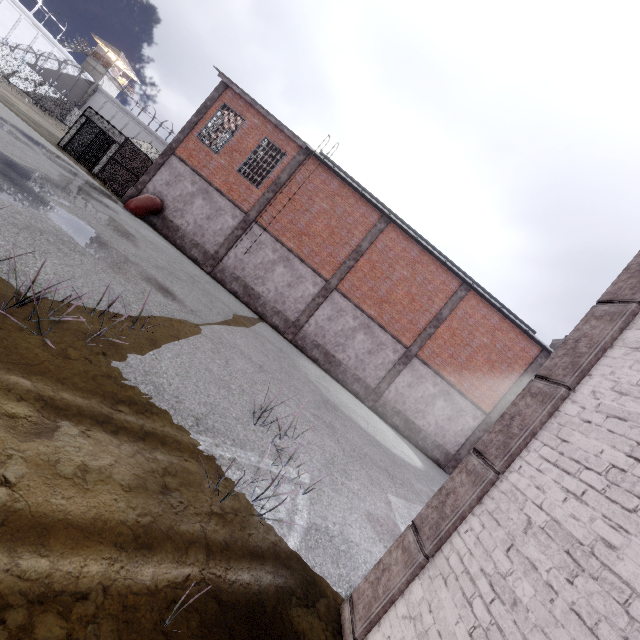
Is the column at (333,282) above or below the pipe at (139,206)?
above

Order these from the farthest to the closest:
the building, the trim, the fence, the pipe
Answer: the building
the fence
the pipe
the trim

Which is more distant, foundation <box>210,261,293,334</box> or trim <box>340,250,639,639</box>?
foundation <box>210,261,293,334</box>

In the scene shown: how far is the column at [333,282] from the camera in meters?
18.2 m

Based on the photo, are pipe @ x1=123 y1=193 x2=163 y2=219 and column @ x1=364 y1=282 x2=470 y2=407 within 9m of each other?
no

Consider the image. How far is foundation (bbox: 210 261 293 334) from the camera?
18.25m

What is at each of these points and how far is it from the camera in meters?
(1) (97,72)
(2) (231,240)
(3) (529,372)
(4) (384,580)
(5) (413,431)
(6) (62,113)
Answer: (1) building, 53.3 m
(2) column, 18.2 m
(3) column, 18.3 m
(4) trim, 3.1 m
(5) foundation, 18.4 m
(6) fence, 44.2 m

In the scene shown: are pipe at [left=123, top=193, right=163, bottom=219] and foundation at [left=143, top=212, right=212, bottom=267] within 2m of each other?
yes
